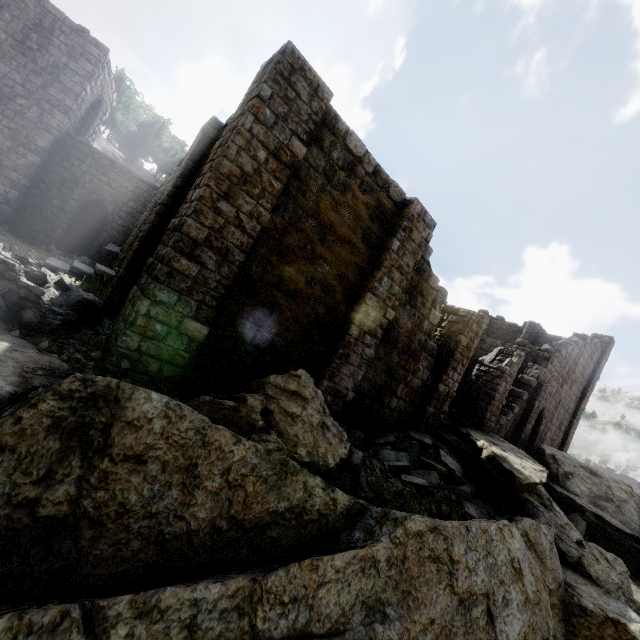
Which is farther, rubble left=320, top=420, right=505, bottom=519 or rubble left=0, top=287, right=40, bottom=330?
rubble left=320, top=420, right=505, bottom=519

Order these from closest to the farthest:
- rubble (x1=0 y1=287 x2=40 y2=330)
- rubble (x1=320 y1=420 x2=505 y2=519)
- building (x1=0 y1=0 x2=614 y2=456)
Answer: rubble (x1=0 y1=287 x2=40 y2=330) → building (x1=0 y1=0 x2=614 y2=456) → rubble (x1=320 y1=420 x2=505 y2=519)

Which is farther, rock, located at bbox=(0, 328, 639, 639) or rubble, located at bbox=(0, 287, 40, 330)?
rubble, located at bbox=(0, 287, 40, 330)

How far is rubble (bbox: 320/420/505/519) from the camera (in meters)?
7.62

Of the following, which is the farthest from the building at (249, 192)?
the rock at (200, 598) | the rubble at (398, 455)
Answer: the rock at (200, 598)

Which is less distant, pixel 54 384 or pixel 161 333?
pixel 54 384

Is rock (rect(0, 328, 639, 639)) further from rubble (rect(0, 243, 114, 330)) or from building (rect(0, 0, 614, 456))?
building (rect(0, 0, 614, 456))

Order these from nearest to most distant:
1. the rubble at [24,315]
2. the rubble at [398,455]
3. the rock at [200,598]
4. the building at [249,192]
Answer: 1. the rock at [200,598]
2. the rubble at [24,315]
3. the building at [249,192]
4. the rubble at [398,455]
